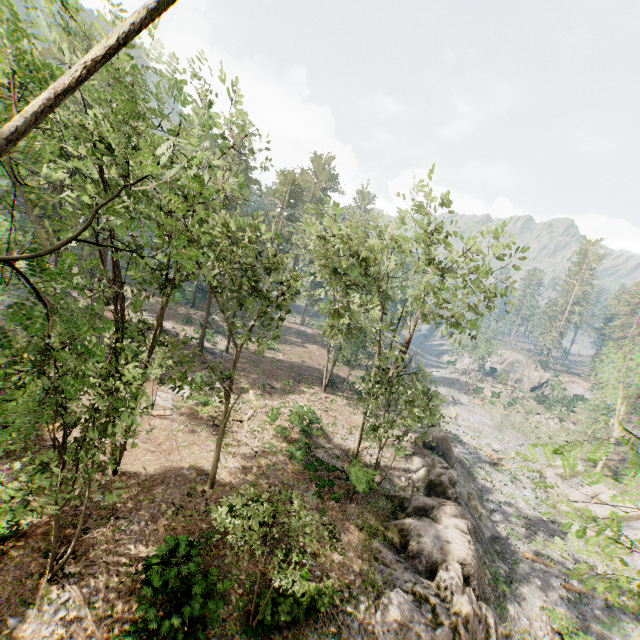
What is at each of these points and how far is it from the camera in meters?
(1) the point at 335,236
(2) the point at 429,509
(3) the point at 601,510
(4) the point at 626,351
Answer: (1) foliage, 20.0 m
(2) rock, 20.1 m
(3) rock, 30.3 m
(4) foliage, 43.9 m

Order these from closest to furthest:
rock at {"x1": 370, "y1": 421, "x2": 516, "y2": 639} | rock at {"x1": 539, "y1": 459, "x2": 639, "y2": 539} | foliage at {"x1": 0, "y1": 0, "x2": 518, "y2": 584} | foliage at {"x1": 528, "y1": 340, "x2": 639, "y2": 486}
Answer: foliage at {"x1": 528, "y1": 340, "x2": 639, "y2": 486}
foliage at {"x1": 0, "y1": 0, "x2": 518, "y2": 584}
rock at {"x1": 370, "y1": 421, "x2": 516, "y2": 639}
rock at {"x1": 539, "y1": 459, "x2": 639, "y2": 539}

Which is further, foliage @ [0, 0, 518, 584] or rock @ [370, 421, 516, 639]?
rock @ [370, 421, 516, 639]

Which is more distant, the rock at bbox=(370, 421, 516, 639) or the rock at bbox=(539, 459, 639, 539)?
the rock at bbox=(539, 459, 639, 539)

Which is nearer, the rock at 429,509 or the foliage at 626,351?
the foliage at 626,351

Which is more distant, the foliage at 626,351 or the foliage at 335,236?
the foliage at 335,236
